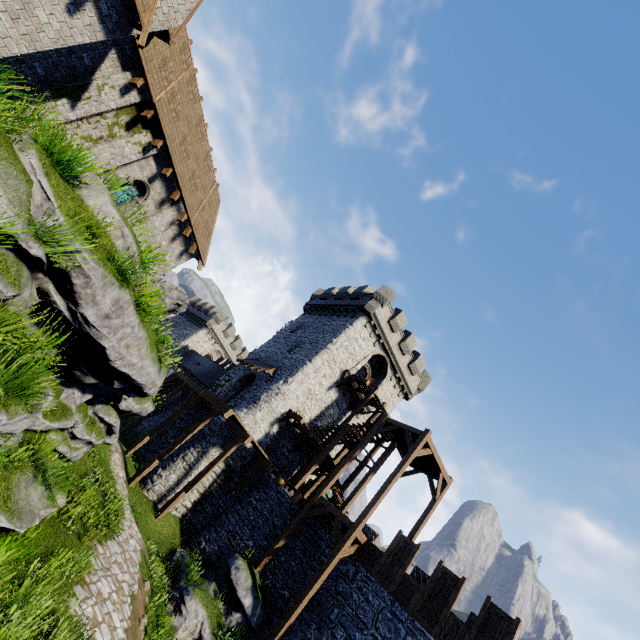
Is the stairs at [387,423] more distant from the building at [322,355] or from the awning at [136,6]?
the awning at [136,6]

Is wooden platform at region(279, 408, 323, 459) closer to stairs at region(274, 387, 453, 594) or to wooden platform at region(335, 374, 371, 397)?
stairs at region(274, 387, 453, 594)

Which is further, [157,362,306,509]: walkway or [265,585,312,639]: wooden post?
[157,362,306,509]: walkway

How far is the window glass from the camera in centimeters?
1478cm

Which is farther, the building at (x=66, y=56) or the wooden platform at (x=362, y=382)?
the wooden platform at (x=362, y=382)

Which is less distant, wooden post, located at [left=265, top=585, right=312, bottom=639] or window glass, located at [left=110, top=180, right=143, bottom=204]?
wooden post, located at [left=265, top=585, right=312, bottom=639]

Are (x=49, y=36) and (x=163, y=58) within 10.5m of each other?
yes

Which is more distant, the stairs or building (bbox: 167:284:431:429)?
building (bbox: 167:284:431:429)
